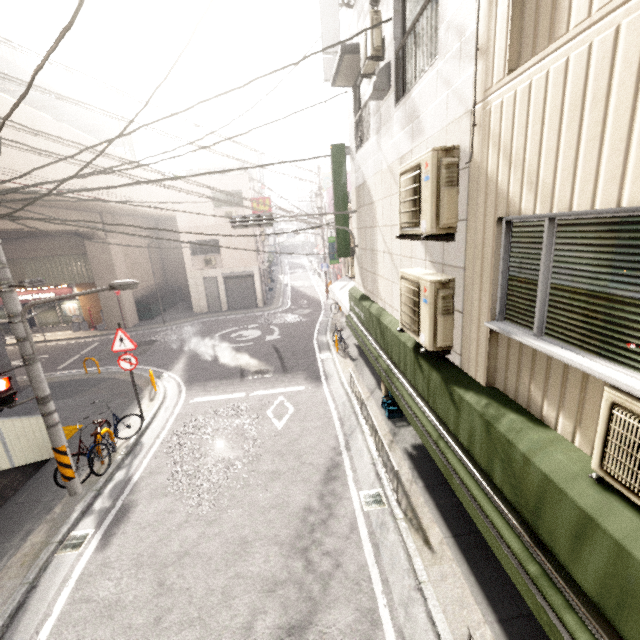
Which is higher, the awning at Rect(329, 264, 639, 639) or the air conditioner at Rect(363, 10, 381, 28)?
the air conditioner at Rect(363, 10, 381, 28)

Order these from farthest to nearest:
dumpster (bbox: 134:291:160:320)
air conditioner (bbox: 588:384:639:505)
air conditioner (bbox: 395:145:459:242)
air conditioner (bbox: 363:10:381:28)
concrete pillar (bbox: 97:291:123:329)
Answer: dumpster (bbox: 134:291:160:320), concrete pillar (bbox: 97:291:123:329), air conditioner (bbox: 363:10:381:28), air conditioner (bbox: 395:145:459:242), air conditioner (bbox: 588:384:639:505)

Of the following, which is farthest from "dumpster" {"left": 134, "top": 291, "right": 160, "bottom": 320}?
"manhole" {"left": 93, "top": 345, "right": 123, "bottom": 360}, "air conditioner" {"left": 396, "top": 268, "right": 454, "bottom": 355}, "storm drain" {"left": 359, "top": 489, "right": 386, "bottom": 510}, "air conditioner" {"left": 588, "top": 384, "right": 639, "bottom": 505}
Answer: "air conditioner" {"left": 588, "top": 384, "right": 639, "bottom": 505}

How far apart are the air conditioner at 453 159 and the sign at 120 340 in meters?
7.8

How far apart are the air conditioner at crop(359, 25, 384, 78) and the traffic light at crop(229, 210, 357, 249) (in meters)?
2.92

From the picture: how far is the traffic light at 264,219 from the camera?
8.1 meters

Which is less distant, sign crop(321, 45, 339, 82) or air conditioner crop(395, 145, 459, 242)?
air conditioner crop(395, 145, 459, 242)

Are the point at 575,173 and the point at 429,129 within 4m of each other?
yes
